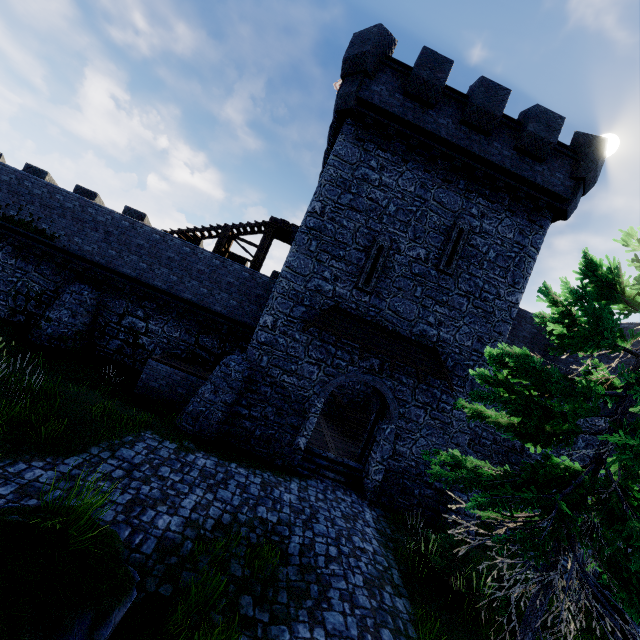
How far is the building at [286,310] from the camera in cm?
1262

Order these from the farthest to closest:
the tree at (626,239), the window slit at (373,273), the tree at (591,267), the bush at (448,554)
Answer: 1. the window slit at (373,273)
2. the bush at (448,554)
3. the tree at (626,239)
4. the tree at (591,267)

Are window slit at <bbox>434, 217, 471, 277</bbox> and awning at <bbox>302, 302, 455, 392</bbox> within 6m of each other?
yes

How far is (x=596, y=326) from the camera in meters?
5.4 m

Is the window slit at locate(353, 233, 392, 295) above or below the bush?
above

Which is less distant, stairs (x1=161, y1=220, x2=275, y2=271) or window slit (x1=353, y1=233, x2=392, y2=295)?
window slit (x1=353, y1=233, x2=392, y2=295)

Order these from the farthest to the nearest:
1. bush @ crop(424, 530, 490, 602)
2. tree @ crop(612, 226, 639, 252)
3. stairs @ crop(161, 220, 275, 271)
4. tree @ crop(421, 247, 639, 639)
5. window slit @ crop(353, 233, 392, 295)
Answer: stairs @ crop(161, 220, 275, 271) < window slit @ crop(353, 233, 392, 295) < bush @ crop(424, 530, 490, 602) < tree @ crop(612, 226, 639, 252) < tree @ crop(421, 247, 639, 639)

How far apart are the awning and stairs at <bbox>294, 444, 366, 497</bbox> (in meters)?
4.40
